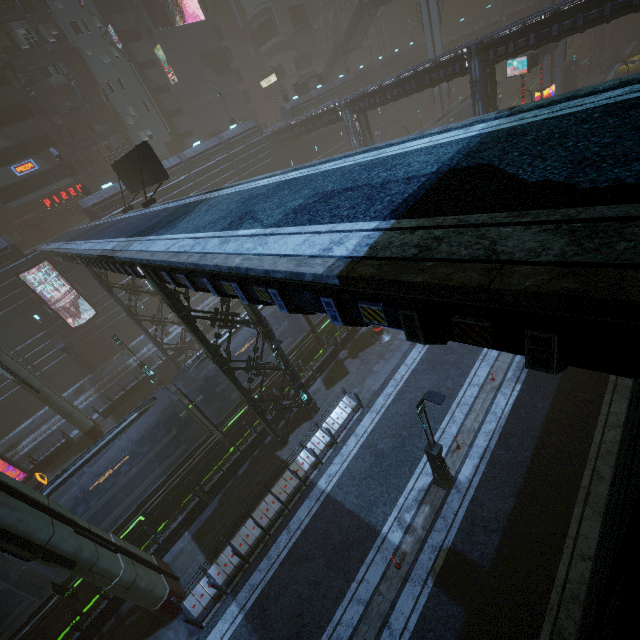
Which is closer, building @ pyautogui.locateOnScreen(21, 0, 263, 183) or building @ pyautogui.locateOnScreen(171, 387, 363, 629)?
building @ pyautogui.locateOnScreen(171, 387, 363, 629)

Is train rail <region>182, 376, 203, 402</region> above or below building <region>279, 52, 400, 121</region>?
below

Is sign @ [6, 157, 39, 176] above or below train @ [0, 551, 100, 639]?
above

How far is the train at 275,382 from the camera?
19.0 meters

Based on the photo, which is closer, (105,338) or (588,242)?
(588,242)

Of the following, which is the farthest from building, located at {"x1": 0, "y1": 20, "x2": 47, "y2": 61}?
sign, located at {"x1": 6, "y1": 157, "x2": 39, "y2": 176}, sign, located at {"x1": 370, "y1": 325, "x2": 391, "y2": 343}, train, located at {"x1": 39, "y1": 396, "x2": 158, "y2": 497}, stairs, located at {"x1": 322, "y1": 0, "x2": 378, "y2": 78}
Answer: train, located at {"x1": 39, "y1": 396, "x2": 158, "y2": 497}

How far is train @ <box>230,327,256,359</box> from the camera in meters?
17.7 m

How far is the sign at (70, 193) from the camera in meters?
38.0
